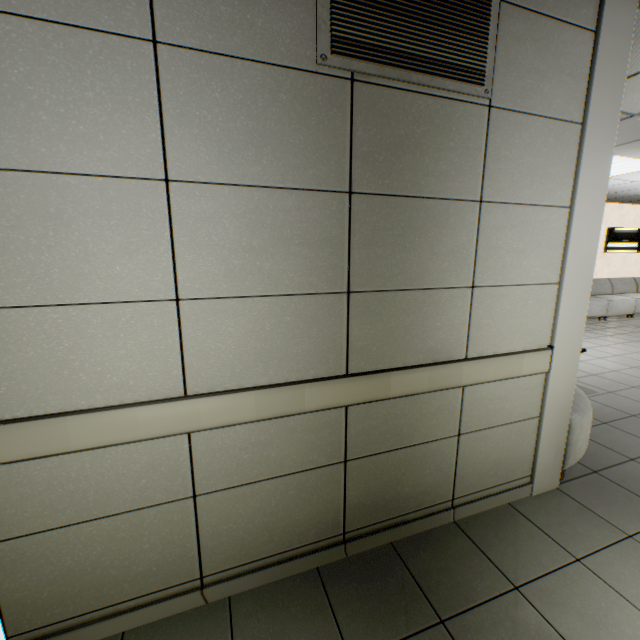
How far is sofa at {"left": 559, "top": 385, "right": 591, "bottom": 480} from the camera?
2.47m

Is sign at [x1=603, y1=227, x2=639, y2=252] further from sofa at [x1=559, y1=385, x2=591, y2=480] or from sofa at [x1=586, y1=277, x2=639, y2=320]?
sofa at [x1=559, y1=385, x2=591, y2=480]

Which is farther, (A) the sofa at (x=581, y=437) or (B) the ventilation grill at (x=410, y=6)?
(A) the sofa at (x=581, y=437)

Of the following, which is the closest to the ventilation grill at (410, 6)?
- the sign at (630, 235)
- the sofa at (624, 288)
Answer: the sofa at (624, 288)

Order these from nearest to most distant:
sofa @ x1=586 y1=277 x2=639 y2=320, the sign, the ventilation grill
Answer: the ventilation grill < sofa @ x1=586 y1=277 x2=639 y2=320 < the sign

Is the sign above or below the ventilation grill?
below

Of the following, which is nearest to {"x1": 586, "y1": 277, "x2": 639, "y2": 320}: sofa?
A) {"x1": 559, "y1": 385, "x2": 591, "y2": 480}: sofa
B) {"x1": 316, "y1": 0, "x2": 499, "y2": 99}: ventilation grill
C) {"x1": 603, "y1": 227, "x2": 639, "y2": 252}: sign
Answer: {"x1": 603, "y1": 227, "x2": 639, "y2": 252}: sign

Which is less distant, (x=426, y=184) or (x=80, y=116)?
(x=80, y=116)
